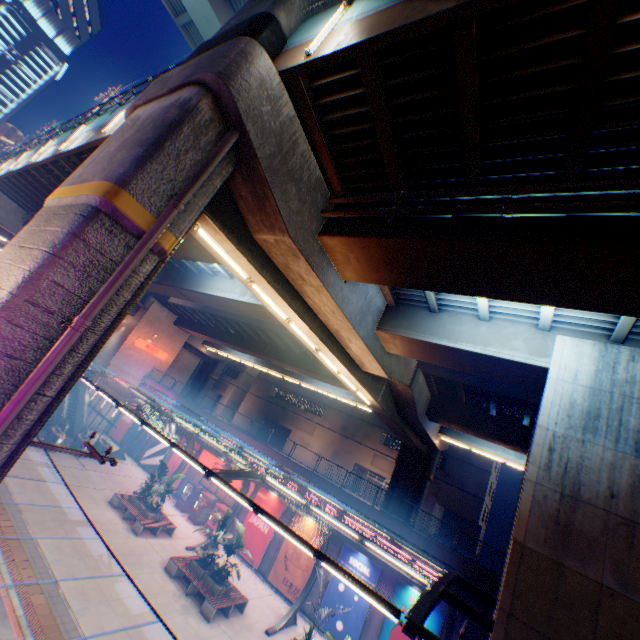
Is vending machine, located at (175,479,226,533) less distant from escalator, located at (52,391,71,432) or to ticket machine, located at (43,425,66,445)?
ticket machine, located at (43,425,66,445)

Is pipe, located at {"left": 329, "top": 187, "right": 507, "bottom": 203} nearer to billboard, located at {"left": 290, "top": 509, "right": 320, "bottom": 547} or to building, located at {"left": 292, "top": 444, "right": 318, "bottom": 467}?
billboard, located at {"left": 290, "top": 509, "right": 320, "bottom": 547}

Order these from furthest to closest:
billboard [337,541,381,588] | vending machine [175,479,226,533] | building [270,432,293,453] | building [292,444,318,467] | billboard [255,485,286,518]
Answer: building [270,432,293,453], building [292,444,318,467], vending machine [175,479,226,533], billboard [255,485,286,518], billboard [337,541,381,588]

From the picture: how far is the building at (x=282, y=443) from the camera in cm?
4791

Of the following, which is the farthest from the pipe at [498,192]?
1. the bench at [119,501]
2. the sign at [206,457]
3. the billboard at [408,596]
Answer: the sign at [206,457]

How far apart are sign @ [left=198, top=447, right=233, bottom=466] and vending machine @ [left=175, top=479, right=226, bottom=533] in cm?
84

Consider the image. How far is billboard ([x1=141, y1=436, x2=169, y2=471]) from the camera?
29.97m

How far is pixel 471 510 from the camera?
34.8m
